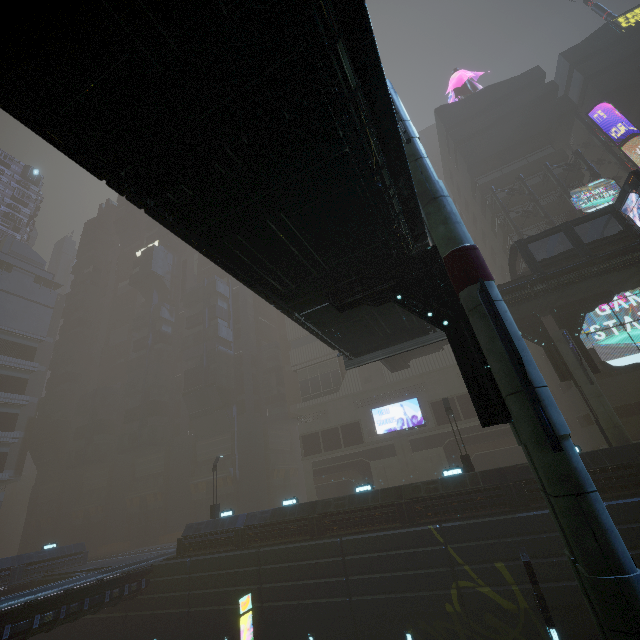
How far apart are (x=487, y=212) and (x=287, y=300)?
35.02m

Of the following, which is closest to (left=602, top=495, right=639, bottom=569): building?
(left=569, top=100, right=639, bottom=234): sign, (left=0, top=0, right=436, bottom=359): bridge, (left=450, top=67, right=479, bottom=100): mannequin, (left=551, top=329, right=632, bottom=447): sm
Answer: (left=569, top=100, right=639, bottom=234): sign

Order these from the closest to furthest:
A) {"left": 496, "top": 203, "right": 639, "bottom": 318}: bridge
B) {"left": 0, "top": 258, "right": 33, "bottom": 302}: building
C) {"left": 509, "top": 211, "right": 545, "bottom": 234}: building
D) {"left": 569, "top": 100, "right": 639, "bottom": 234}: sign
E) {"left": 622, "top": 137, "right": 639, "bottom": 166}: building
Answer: {"left": 569, "top": 100, "right": 639, "bottom": 234}: sign
{"left": 496, "top": 203, "right": 639, "bottom": 318}: bridge
{"left": 622, "top": 137, "right": 639, "bottom": 166}: building
{"left": 509, "top": 211, "right": 545, "bottom": 234}: building
{"left": 0, "top": 258, "right": 33, "bottom": 302}: building

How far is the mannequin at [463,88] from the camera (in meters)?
43.66

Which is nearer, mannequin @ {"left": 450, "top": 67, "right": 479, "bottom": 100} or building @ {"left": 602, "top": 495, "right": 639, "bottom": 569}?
building @ {"left": 602, "top": 495, "right": 639, "bottom": 569}

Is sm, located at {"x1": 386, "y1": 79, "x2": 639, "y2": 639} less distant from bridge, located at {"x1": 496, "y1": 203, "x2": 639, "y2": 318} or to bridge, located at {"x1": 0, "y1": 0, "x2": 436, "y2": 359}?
bridge, located at {"x1": 0, "y1": 0, "x2": 436, "y2": 359}

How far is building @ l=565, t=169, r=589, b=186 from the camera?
32.7 meters

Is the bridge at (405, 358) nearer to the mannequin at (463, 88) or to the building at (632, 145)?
the building at (632, 145)
